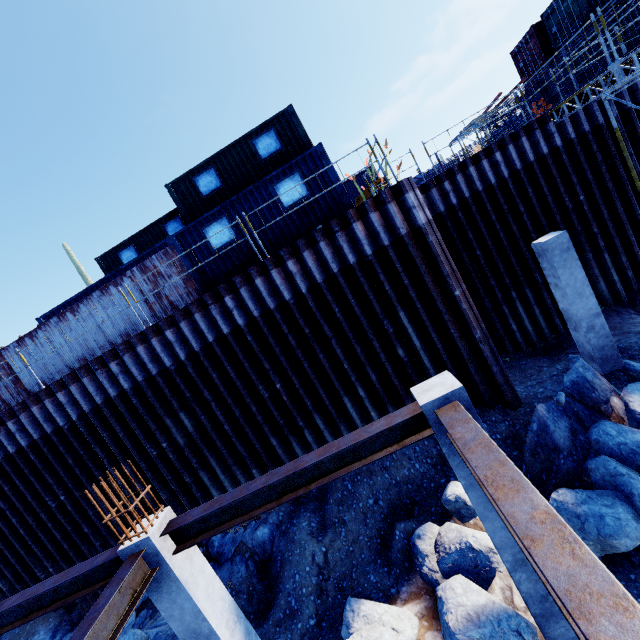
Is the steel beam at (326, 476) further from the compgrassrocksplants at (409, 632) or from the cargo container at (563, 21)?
the cargo container at (563, 21)

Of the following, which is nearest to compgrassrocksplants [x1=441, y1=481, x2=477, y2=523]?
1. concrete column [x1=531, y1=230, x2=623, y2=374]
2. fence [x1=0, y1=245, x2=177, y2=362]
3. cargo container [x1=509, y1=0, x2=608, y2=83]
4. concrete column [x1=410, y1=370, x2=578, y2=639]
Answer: concrete column [x1=410, y1=370, x2=578, y2=639]

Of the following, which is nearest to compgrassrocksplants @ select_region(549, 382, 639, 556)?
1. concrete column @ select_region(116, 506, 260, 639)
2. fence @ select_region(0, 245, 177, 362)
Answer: concrete column @ select_region(116, 506, 260, 639)

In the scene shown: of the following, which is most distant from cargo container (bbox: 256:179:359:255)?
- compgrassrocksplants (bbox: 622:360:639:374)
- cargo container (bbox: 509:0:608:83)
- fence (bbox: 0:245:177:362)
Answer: cargo container (bbox: 509:0:608:83)

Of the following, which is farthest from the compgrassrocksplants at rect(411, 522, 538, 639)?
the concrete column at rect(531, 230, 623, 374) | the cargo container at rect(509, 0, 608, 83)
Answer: the cargo container at rect(509, 0, 608, 83)

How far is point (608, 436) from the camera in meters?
6.2

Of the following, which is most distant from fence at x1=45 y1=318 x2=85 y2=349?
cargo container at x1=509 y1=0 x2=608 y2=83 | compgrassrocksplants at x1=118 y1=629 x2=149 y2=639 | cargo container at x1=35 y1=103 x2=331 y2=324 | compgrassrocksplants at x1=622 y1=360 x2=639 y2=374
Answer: cargo container at x1=509 y1=0 x2=608 y2=83

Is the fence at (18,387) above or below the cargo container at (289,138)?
below
